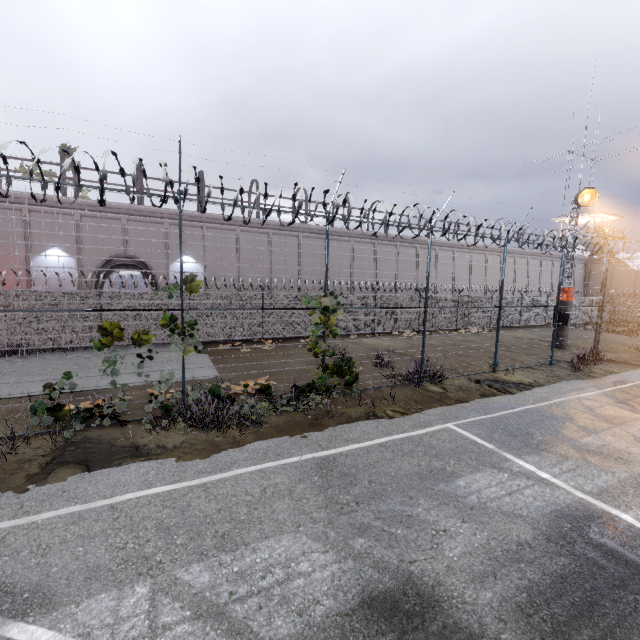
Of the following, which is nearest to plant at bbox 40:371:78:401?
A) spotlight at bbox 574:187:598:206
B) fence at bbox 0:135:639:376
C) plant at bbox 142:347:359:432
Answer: fence at bbox 0:135:639:376

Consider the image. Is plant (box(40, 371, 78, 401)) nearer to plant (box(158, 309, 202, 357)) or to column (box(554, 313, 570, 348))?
plant (box(158, 309, 202, 357))

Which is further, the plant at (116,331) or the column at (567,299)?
the column at (567,299)

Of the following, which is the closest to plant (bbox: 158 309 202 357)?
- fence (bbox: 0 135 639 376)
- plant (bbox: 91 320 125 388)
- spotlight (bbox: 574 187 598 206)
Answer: fence (bbox: 0 135 639 376)

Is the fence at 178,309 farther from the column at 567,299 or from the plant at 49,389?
the column at 567,299

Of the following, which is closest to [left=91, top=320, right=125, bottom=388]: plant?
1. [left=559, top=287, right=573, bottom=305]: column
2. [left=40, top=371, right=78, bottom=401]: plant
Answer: [left=40, top=371, right=78, bottom=401]: plant

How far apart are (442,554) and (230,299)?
16.00m

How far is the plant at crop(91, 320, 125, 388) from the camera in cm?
723
